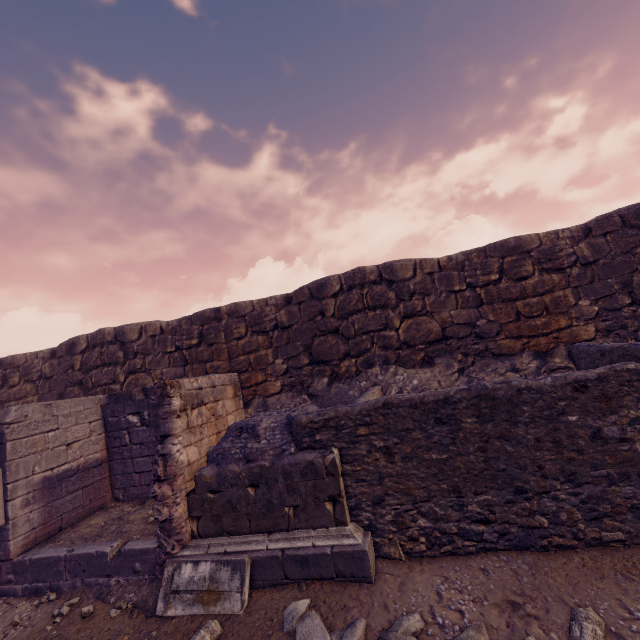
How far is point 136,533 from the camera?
5.13m

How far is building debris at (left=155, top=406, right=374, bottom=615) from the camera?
3.9 meters

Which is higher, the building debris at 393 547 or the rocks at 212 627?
the building debris at 393 547

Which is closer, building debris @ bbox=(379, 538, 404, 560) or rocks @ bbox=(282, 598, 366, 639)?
rocks @ bbox=(282, 598, 366, 639)

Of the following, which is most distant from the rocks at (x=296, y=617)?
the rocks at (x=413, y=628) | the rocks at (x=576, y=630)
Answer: the rocks at (x=576, y=630)

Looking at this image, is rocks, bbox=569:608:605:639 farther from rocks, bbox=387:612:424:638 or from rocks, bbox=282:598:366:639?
rocks, bbox=282:598:366:639

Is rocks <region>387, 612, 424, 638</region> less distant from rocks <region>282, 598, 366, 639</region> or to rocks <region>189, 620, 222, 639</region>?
rocks <region>282, 598, 366, 639</region>
